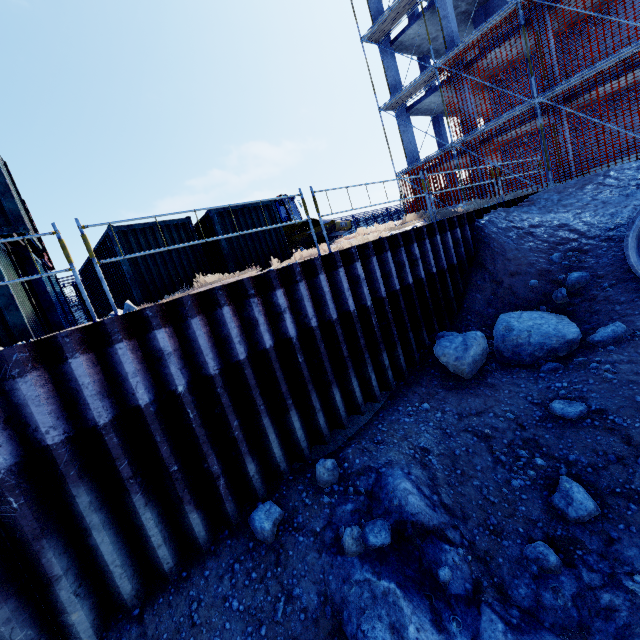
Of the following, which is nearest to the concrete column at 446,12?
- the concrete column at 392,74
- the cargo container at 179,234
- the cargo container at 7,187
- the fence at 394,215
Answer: the concrete column at 392,74

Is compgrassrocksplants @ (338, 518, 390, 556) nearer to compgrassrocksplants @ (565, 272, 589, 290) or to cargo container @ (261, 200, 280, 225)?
compgrassrocksplants @ (565, 272, 589, 290)

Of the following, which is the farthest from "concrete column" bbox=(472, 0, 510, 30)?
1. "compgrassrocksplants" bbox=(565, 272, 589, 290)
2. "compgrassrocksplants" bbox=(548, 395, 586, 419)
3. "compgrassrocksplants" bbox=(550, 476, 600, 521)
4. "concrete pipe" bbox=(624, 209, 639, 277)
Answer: "compgrassrocksplants" bbox=(550, 476, 600, 521)

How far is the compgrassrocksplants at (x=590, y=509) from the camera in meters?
4.1

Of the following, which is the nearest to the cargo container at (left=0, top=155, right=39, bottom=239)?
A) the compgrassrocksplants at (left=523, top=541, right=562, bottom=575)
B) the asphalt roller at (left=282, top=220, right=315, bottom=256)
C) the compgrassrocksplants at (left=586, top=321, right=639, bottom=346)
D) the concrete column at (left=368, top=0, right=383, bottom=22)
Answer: the asphalt roller at (left=282, top=220, right=315, bottom=256)

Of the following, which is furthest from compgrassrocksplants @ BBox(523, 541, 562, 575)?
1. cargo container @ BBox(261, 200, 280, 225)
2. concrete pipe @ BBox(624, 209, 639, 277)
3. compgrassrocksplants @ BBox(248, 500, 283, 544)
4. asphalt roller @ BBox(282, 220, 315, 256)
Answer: asphalt roller @ BBox(282, 220, 315, 256)

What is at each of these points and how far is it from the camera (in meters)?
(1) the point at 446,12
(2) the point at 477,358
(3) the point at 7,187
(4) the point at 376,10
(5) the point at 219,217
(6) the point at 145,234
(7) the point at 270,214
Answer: (1) concrete column, 17.12
(2) compgrassrocksplants, 6.69
(3) cargo container, 7.33
(4) concrete column, 19.91
(5) cargo container, 10.51
(6) cargo container, 9.63
(7) cargo container, 11.63

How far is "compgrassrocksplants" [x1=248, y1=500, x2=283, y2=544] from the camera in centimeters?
466cm
